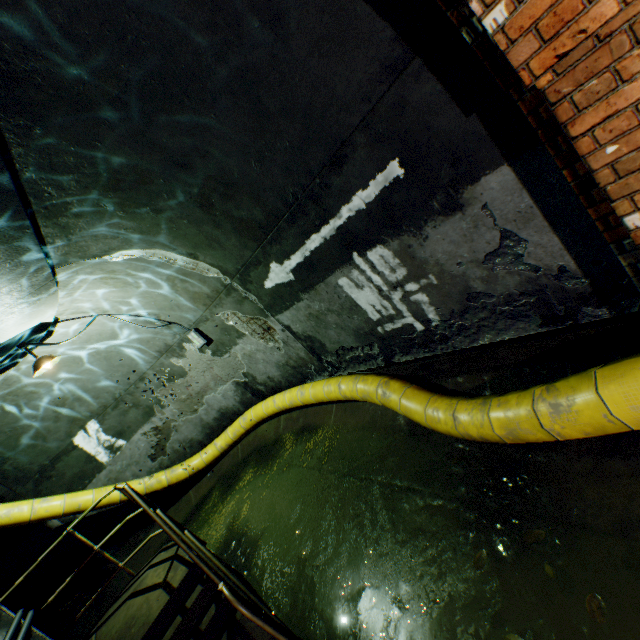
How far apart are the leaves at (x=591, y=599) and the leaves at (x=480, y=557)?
→ 0.7m

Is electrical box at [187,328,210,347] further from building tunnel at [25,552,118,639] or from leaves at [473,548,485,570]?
leaves at [473,548,485,570]

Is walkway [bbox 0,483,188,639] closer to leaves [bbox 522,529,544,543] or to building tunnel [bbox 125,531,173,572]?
Result: building tunnel [bbox 125,531,173,572]

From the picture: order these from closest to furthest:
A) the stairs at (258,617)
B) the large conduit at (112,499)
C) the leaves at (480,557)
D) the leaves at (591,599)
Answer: the leaves at (591,599) < the leaves at (480,557) < the stairs at (258,617) < the large conduit at (112,499)

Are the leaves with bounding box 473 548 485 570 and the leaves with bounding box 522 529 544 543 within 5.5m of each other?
yes

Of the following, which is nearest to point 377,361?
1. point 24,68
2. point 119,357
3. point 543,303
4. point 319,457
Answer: point 319,457

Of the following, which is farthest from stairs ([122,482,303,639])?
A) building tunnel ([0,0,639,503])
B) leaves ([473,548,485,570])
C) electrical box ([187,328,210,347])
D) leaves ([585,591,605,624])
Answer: electrical box ([187,328,210,347])

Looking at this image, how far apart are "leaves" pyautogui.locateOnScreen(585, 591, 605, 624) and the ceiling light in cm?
661
